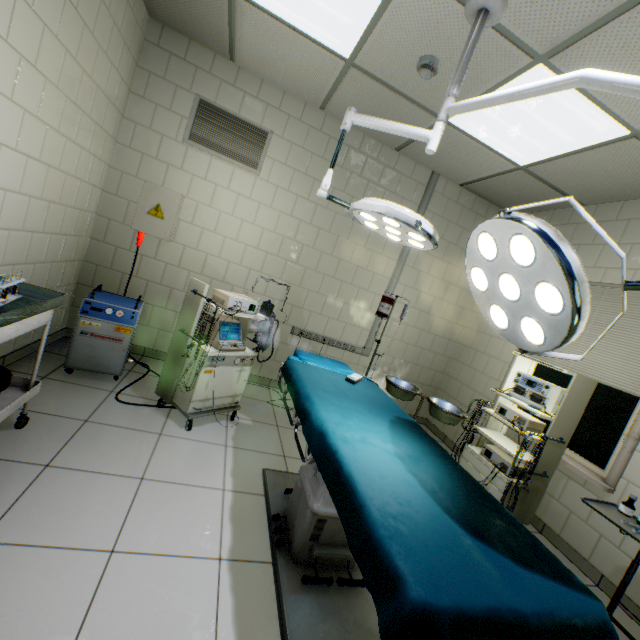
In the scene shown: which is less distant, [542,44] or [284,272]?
[542,44]

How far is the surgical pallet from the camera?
2.9 meters

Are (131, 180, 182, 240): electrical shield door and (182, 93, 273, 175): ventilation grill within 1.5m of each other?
yes

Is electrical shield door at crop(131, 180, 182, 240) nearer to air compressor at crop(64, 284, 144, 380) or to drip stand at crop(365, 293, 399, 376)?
air compressor at crop(64, 284, 144, 380)

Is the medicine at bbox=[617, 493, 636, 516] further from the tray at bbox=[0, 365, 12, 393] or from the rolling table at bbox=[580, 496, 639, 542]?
the tray at bbox=[0, 365, 12, 393]

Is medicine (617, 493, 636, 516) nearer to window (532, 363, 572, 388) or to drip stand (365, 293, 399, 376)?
window (532, 363, 572, 388)

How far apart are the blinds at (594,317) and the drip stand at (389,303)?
1.6 meters

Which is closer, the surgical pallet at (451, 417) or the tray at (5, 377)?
the tray at (5, 377)
